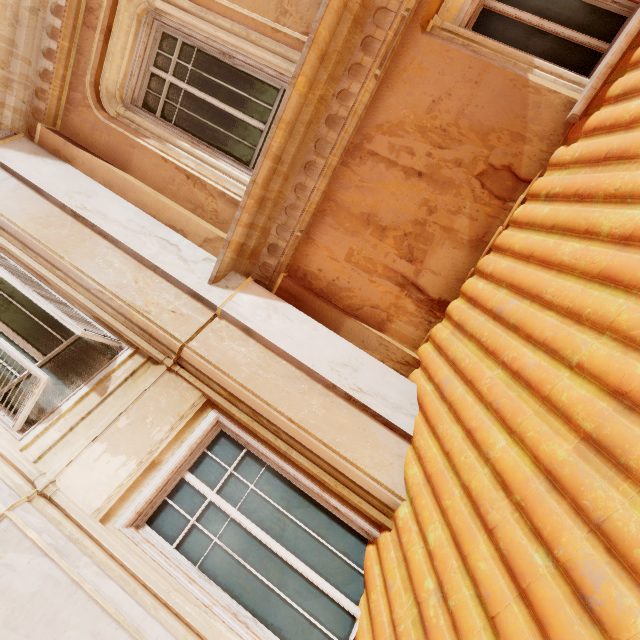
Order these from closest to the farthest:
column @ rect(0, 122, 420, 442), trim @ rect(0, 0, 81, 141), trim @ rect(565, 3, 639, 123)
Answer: trim @ rect(565, 3, 639, 123) → column @ rect(0, 122, 420, 442) → trim @ rect(0, 0, 81, 141)

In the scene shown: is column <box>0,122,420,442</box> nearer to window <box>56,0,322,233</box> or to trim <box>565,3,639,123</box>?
window <box>56,0,322,233</box>

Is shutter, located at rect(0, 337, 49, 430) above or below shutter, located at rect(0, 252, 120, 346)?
below

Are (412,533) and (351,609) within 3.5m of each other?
yes

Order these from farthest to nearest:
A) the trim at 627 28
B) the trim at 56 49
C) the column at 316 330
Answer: the trim at 56 49, the column at 316 330, the trim at 627 28

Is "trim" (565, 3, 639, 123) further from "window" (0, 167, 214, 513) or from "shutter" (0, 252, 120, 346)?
"shutter" (0, 252, 120, 346)

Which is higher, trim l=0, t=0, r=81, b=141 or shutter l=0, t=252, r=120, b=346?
trim l=0, t=0, r=81, b=141

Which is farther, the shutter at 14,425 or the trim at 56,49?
the trim at 56,49
